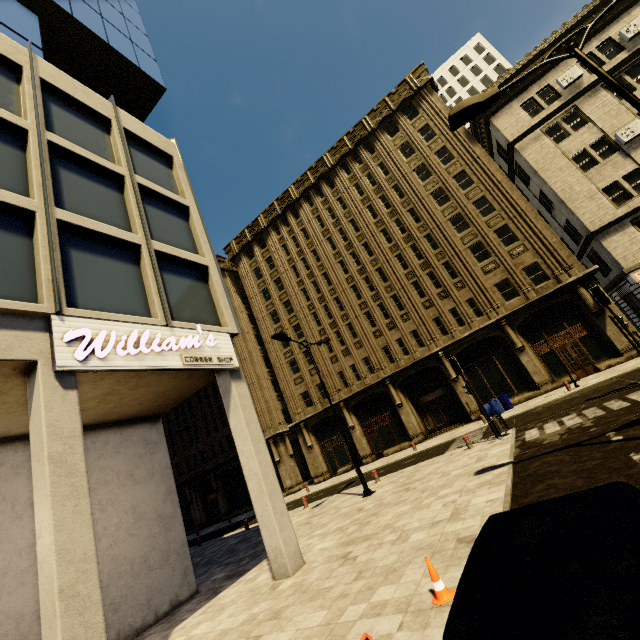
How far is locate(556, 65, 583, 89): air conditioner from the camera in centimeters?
2242cm

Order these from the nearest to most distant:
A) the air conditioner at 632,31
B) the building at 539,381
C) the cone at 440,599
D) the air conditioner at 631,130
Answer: the cone at 440,599 → the building at 539,381 → the air conditioner at 631,130 → the air conditioner at 632,31

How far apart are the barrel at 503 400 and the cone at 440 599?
20.3 meters

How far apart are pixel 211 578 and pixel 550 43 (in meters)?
37.79

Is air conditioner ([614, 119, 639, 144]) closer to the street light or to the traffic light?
the traffic light

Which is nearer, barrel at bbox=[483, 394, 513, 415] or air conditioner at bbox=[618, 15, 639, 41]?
air conditioner at bbox=[618, 15, 639, 41]

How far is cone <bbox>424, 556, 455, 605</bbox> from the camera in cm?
439

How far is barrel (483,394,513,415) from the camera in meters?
21.9
